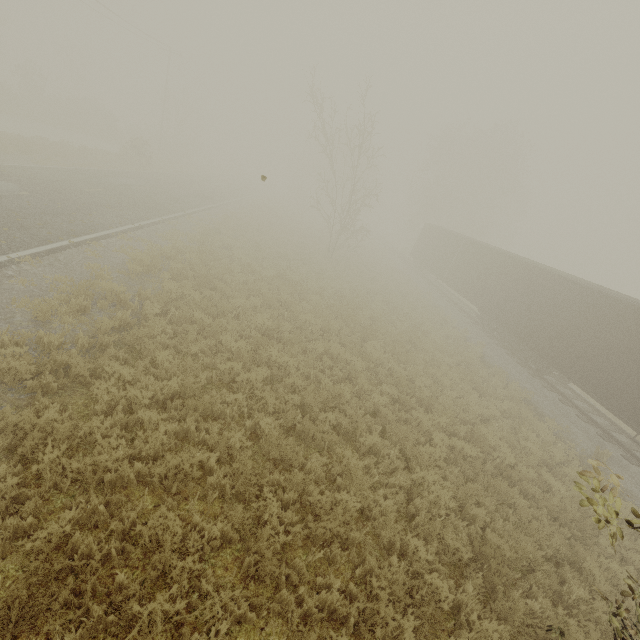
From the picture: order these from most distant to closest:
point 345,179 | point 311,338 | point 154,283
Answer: point 345,179 < point 311,338 < point 154,283

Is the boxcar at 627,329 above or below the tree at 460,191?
below

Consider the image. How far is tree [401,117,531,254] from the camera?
39.1m

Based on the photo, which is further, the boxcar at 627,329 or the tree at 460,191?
the tree at 460,191

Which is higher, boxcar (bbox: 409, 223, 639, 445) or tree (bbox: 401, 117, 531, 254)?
tree (bbox: 401, 117, 531, 254)

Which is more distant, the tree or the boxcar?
the tree
